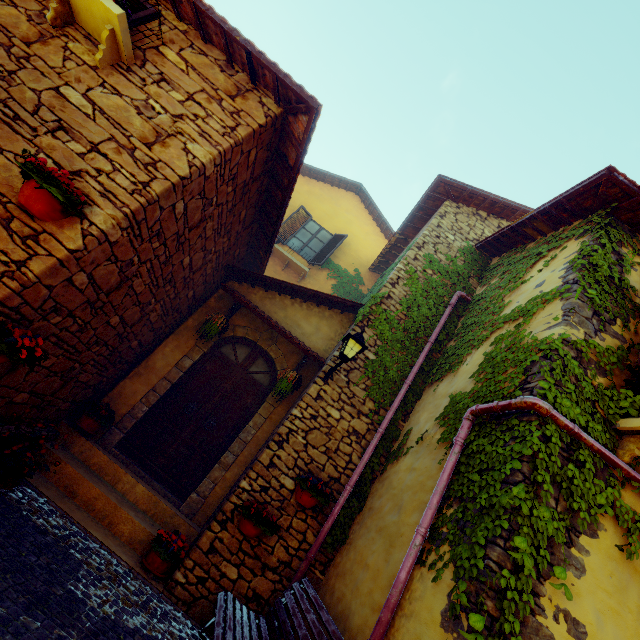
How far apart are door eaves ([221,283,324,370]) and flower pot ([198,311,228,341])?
0.33m

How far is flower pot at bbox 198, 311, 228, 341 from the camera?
5.79m

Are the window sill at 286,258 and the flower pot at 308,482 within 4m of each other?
no

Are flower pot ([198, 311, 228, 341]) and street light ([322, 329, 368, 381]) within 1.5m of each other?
no

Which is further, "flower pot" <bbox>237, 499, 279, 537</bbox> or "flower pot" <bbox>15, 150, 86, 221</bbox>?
"flower pot" <bbox>237, 499, 279, 537</bbox>

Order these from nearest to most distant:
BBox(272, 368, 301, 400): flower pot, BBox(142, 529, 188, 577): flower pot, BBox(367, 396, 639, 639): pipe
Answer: BBox(367, 396, 639, 639): pipe, BBox(142, 529, 188, 577): flower pot, BBox(272, 368, 301, 400): flower pot

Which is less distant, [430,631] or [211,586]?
[430,631]

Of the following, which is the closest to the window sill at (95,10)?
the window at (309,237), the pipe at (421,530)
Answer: the pipe at (421,530)
